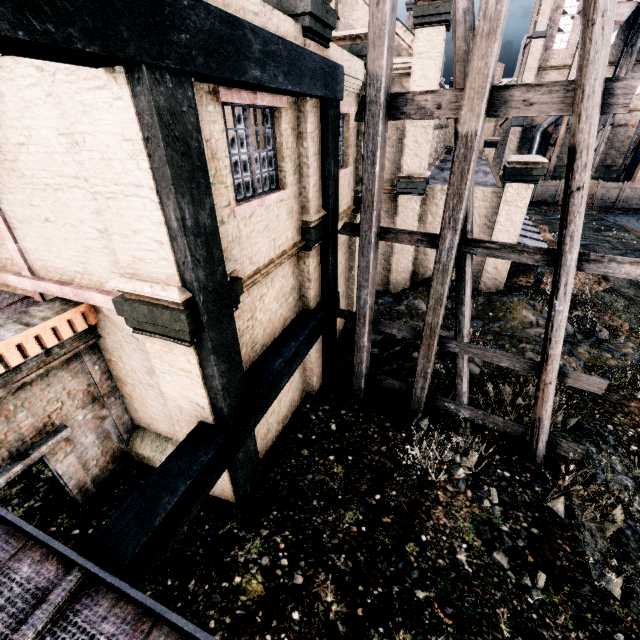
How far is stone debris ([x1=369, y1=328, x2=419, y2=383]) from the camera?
12.01m

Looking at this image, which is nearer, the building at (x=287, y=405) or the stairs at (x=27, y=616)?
the stairs at (x=27, y=616)

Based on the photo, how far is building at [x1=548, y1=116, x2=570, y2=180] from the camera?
40.25m

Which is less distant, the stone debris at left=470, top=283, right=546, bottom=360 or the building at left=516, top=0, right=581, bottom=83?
the stone debris at left=470, top=283, right=546, bottom=360

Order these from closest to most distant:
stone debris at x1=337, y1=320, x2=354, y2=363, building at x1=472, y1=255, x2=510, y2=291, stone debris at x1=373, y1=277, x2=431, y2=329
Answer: stone debris at x1=337, y1=320, x2=354, y2=363
stone debris at x1=373, y1=277, x2=431, y2=329
building at x1=472, y1=255, x2=510, y2=291

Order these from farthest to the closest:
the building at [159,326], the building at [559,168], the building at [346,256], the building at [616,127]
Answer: the building at [559,168] → the building at [616,127] → the building at [346,256] → the building at [159,326]

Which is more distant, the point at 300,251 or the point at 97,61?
the point at 300,251
